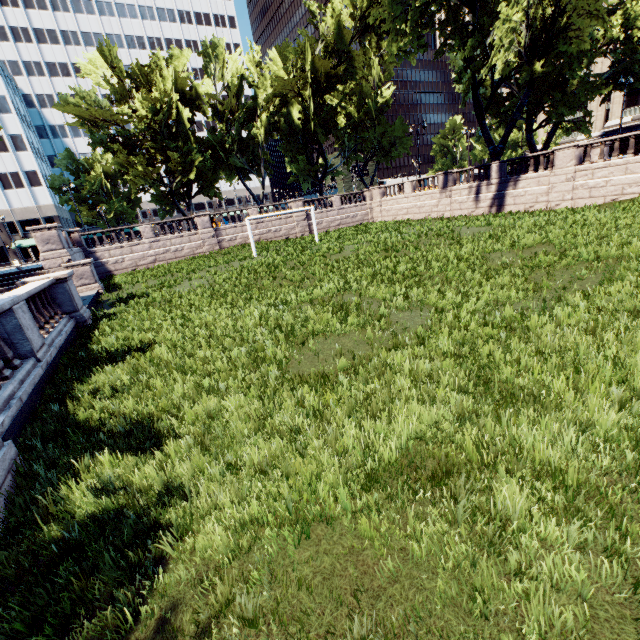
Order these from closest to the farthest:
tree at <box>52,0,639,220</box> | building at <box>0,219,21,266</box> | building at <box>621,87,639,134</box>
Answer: tree at <box>52,0,639,220</box> → building at <box>621,87,639,134</box> → building at <box>0,219,21,266</box>

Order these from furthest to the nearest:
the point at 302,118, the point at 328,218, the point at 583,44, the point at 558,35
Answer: the point at 302,118 → the point at 328,218 → the point at 558,35 → the point at 583,44

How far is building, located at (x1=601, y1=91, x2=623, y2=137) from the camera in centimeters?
4938cm

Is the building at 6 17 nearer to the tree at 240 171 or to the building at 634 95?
the tree at 240 171

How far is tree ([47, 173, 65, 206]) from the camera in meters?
58.3

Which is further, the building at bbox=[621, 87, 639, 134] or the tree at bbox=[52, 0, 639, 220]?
the building at bbox=[621, 87, 639, 134]

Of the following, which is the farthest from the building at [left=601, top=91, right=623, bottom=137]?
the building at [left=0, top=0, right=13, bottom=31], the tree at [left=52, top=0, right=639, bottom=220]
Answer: the building at [left=0, top=0, right=13, bottom=31]

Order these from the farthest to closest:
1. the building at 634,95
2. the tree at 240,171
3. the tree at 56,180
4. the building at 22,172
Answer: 1. the tree at 56,180
2. the building at 22,172
3. the building at 634,95
4. the tree at 240,171
